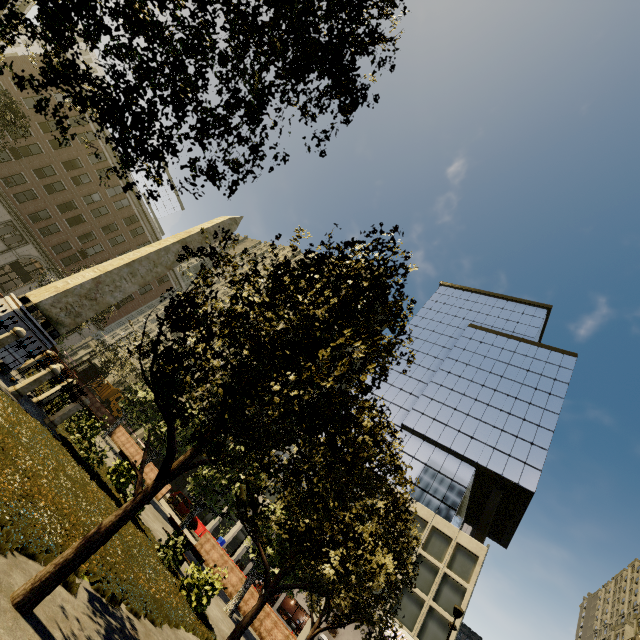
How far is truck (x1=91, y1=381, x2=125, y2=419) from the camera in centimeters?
4200cm

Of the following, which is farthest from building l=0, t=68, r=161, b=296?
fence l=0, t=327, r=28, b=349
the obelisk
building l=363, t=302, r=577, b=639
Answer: the obelisk

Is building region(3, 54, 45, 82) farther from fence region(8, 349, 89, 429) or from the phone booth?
fence region(8, 349, 89, 429)

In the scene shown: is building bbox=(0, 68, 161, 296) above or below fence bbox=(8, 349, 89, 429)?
above

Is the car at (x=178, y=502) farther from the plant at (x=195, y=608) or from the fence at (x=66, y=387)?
the fence at (x=66, y=387)

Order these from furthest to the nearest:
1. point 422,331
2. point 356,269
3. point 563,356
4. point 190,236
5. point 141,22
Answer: point 422,331, point 563,356, point 190,236, point 356,269, point 141,22

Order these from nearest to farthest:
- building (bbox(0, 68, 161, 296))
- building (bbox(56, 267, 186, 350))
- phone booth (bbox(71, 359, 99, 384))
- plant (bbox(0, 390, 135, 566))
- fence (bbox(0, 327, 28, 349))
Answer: plant (bbox(0, 390, 135, 566)) → fence (bbox(0, 327, 28, 349)) → phone booth (bbox(71, 359, 99, 384)) → building (bbox(0, 68, 161, 296)) → building (bbox(56, 267, 186, 350))

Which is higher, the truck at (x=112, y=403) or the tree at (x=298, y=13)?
the tree at (x=298, y=13)
